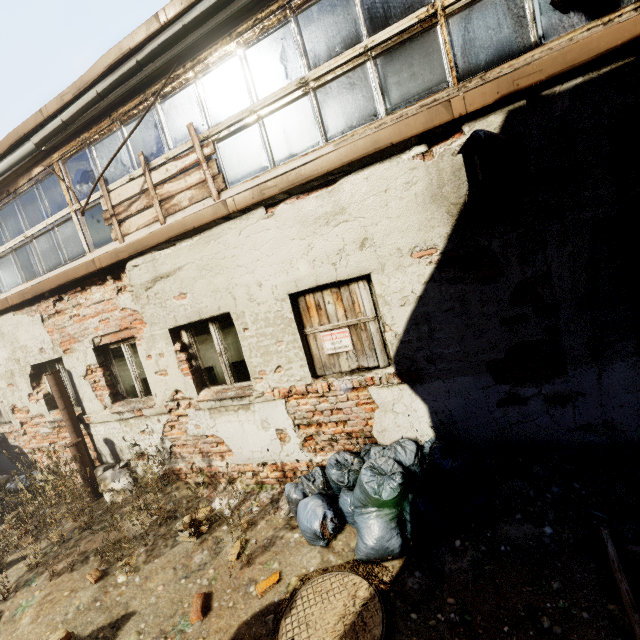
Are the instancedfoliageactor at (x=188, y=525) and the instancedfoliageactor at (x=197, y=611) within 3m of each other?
yes

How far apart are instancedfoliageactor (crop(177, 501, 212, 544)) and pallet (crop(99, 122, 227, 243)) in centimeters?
406cm

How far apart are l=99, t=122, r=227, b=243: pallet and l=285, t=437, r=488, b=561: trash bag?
3.7m

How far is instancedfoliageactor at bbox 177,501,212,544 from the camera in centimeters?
404cm

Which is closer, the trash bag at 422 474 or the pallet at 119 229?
the trash bag at 422 474

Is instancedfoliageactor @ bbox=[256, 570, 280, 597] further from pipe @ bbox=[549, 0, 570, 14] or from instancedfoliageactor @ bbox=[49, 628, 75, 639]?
pipe @ bbox=[549, 0, 570, 14]

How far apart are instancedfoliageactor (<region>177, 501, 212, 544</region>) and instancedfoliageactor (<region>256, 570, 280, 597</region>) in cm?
132

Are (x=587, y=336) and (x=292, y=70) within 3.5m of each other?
no
